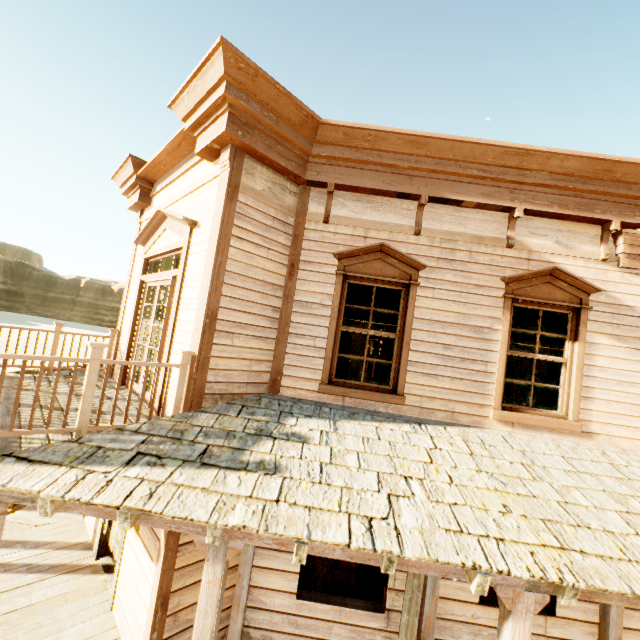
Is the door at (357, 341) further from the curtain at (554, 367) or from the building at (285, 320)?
the curtain at (554, 367)

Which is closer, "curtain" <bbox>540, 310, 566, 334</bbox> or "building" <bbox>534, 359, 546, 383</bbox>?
"curtain" <bbox>540, 310, 566, 334</bbox>

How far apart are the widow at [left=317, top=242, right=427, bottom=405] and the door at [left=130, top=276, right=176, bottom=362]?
2.4 meters

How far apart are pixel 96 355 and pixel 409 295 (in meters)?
4.03

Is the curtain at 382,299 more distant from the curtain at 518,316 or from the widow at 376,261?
the curtain at 518,316

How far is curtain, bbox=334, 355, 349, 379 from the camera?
5.0 meters

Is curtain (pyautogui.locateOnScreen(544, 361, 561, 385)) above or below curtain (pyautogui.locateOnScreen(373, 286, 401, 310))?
below

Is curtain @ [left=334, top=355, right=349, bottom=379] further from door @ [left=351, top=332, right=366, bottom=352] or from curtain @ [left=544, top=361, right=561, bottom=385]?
door @ [left=351, top=332, right=366, bottom=352]
